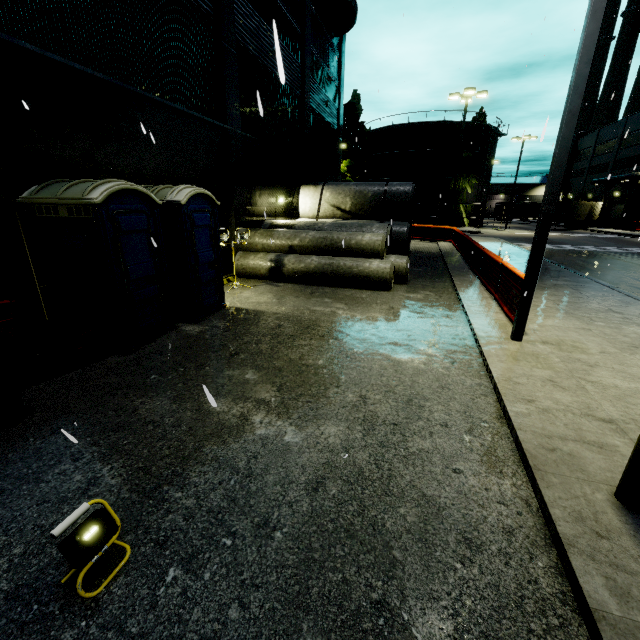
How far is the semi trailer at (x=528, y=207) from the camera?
58.13m

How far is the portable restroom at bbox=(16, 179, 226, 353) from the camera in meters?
5.3 m

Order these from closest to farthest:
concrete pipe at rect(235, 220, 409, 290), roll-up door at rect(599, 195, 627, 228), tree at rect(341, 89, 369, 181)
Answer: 1. concrete pipe at rect(235, 220, 409, 290)
2. tree at rect(341, 89, 369, 181)
3. roll-up door at rect(599, 195, 627, 228)

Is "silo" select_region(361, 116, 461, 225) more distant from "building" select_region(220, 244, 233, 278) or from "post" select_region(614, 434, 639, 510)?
"post" select_region(614, 434, 639, 510)

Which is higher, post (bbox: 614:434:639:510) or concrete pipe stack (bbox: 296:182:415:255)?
concrete pipe stack (bbox: 296:182:415:255)

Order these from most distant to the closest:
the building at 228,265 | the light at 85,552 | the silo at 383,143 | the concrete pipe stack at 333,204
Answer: the silo at 383,143 < the concrete pipe stack at 333,204 < the building at 228,265 < the light at 85,552

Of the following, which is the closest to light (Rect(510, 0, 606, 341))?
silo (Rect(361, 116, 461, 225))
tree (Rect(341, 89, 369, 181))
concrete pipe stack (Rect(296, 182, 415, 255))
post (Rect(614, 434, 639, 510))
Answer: post (Rect(614, 434, 639, 510))

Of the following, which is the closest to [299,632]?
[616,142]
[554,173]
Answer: [554,173]
